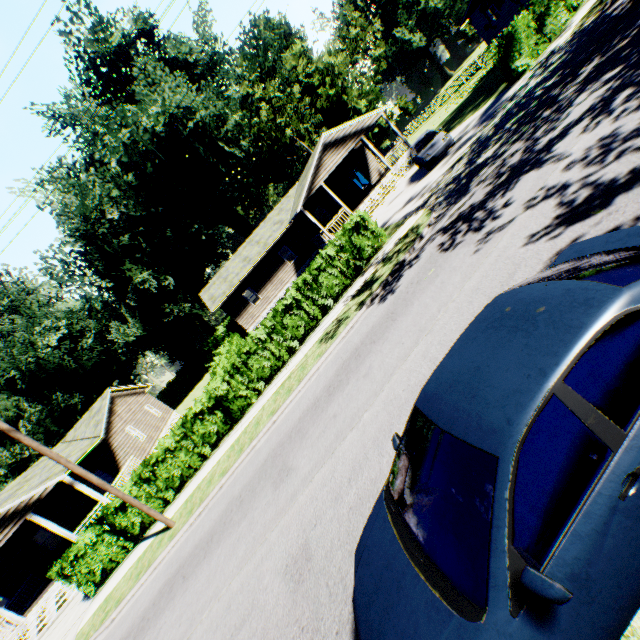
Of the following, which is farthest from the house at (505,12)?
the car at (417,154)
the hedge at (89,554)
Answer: the hedge at (89,554)

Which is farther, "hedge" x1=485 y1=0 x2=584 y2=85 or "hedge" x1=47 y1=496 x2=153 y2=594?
"hedge" x1=485 y1=0 x2=584 y2=85

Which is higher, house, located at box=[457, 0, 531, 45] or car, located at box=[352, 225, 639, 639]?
house, located at box=[457, 0, 531, 45]

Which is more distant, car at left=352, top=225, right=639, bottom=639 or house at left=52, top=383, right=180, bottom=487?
house at left=52, top=383, right=180, bottom=487

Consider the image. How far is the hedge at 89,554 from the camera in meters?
13.4

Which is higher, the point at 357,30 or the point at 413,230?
the point at 357,30

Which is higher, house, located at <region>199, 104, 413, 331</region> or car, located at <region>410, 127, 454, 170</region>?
house, located at <region>199, 104, 413, 331</region>

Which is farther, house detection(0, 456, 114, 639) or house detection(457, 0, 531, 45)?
house detection(457, 0, 531, 45)
